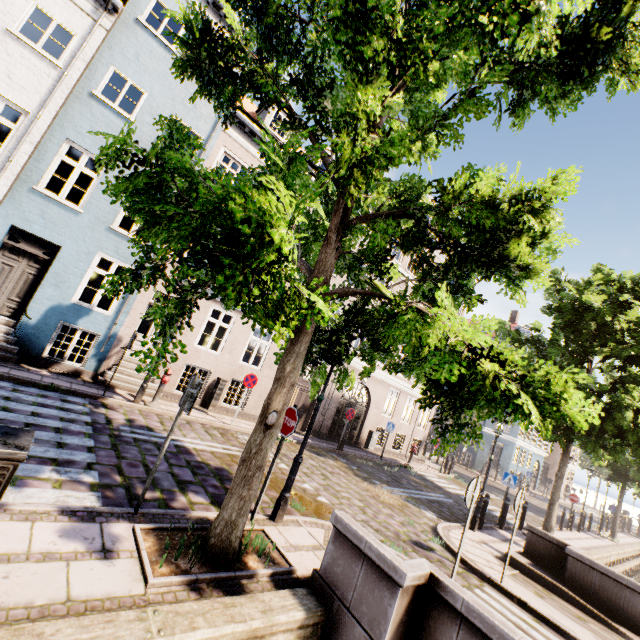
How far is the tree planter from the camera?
3.4m

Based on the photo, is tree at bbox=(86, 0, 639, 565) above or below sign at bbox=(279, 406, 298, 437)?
above

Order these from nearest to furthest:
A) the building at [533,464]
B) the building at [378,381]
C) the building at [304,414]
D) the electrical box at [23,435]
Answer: the electrical box at [23,435], the building at [304,414], the building at [378,381], the building at [533,464]

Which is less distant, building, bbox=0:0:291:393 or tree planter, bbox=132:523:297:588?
tree planter, bbox=132:523:297:588

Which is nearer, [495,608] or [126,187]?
[126,187]

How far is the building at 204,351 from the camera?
11.98m

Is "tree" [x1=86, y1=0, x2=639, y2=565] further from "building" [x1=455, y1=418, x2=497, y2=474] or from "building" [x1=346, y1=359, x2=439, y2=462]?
"building" [x1=455, y1=418, x2=497, y2=474]

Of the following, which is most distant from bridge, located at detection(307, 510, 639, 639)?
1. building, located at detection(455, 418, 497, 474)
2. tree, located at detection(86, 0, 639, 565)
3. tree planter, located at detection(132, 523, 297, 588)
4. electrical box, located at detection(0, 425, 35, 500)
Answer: building, located at detection(455, 418, 497, 474)
